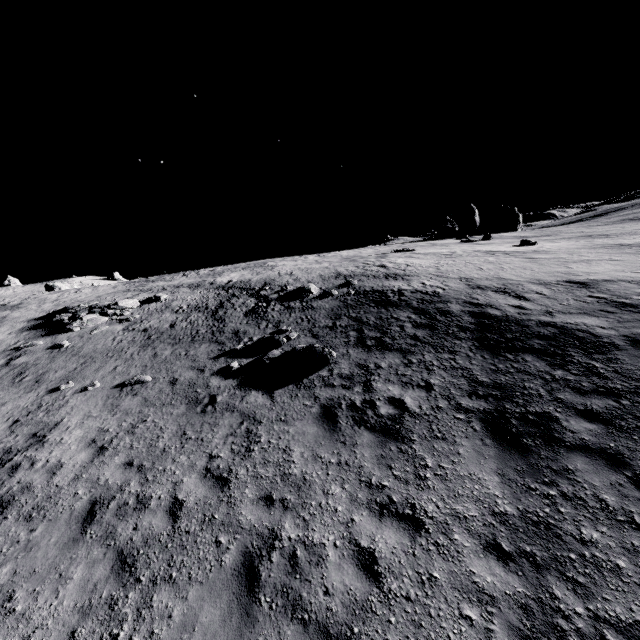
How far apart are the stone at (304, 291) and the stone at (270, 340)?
5.20m

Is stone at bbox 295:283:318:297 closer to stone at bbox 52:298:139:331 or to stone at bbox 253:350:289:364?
stone at bbox 253:350:289:364

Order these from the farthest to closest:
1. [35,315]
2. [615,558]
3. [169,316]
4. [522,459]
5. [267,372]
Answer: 1. [35,315]
2. [169,316]
3. [267,372]
4. [522,459]
5. [615,558]

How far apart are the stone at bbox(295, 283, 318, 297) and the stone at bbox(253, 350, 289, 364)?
6.9 meters

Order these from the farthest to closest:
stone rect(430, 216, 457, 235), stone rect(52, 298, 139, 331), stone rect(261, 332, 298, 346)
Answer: stone rect(430, 216, 457, 235)
stone rect(52, 298, 139, 331)
stone rect(261, 332, 298, 346)

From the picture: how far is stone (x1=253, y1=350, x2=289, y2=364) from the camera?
12.03m

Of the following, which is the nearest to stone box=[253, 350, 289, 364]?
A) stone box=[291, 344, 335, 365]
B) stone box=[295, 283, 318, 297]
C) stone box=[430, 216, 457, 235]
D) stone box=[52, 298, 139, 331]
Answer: stone box=[291, 344, 335, 365]

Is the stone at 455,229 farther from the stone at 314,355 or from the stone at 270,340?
the stone at 314,355
